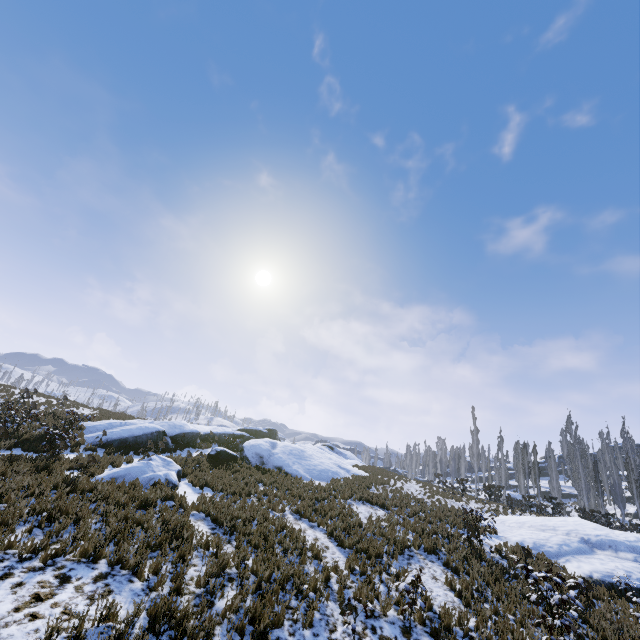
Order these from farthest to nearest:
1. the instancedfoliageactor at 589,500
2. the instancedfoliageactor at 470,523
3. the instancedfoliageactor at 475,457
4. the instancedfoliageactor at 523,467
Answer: the instancedfoliageactor at 475,457 < the instancedfoliageactor at 589,500 < the instancedfoliageactor at 523,467 < the instancedfoliageactor at 470,523

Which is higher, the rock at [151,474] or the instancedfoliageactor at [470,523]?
the instancedfoliageactor at [470,523]

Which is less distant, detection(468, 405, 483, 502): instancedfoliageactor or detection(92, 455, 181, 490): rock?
detection(92, 455, 181, 490): rock

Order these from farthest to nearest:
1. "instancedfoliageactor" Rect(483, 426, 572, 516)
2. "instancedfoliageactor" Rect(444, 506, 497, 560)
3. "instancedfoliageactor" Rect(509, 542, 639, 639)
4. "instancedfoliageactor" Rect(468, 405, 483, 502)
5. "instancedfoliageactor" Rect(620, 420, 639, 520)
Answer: "instancedfoliageactor" Rect(468, 405, 483, 502) → "instancedfoliageactor" Rect(483, 426, 572, 516) → "instancedfoliageactor" Rect(620, 420, 639, 520) → "instancedfoliageactor" Rect(444, 506, 497, 560) → "instancedfoliageactor" Rect(509, 542, 639, 639)

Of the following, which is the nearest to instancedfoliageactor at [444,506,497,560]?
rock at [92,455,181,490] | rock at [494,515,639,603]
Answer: rock at [494,515,639,603]

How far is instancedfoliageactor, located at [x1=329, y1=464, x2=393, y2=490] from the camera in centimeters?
1924cm

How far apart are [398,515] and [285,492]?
5.7 meters

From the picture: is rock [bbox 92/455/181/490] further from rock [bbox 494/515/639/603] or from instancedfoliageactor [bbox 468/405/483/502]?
rock [bbox 494/515/639/603]
